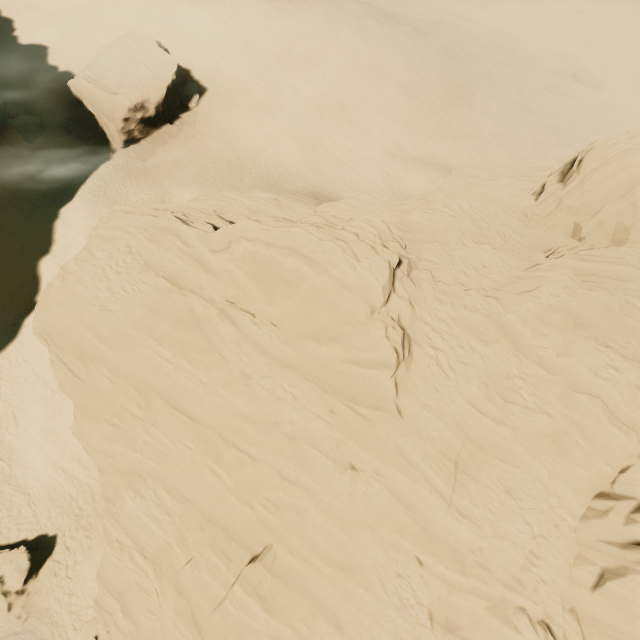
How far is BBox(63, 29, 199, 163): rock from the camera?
29.3 meters

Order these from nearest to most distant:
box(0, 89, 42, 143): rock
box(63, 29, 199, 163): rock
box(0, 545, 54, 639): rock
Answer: box(0, 545, 54, 639): rock, box(0, 89, 42, 143): rock, box(63, 29, 199, 163): rock

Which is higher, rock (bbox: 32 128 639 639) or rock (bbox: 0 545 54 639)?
rock (bbox: 32 128 639 639)

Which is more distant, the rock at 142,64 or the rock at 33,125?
the rock at 142,64

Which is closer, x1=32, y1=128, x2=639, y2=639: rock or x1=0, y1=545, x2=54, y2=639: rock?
x1=32, y1=128, x2=639, y2=639: rock

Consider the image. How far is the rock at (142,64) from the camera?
29.33m

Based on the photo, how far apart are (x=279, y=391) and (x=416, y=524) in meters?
6.5 m
